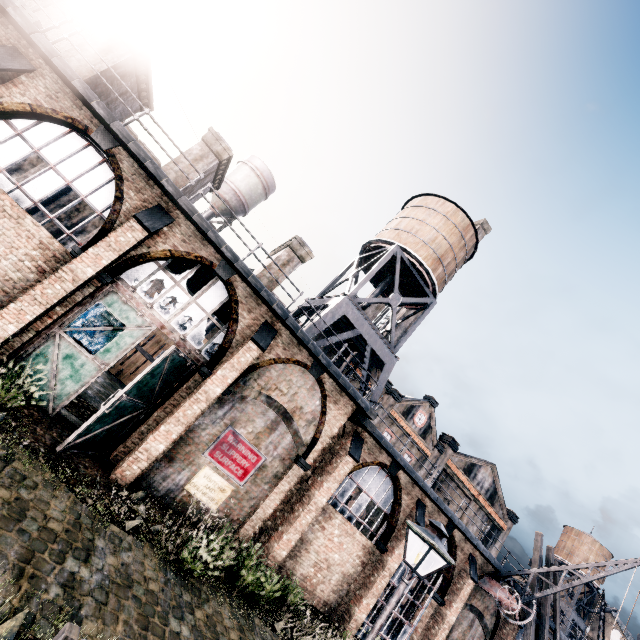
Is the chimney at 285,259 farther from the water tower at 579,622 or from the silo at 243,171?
the water tower at 579,622

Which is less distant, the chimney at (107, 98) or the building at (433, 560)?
the chimney at (107, 98)

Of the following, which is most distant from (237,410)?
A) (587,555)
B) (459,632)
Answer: (587,555)

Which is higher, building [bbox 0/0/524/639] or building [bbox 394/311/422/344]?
building [bbox 394/311/422/344]

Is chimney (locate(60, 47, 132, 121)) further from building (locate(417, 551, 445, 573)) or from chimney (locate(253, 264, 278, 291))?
chimney (locate(253, 264, 278, 291))

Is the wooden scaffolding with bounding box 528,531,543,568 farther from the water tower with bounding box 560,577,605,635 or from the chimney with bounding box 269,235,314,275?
the water tower with bounding box 560,577,605,635

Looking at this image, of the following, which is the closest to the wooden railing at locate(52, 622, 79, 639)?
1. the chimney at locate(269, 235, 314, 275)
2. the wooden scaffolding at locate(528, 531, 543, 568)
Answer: the chimney at locate(269, 235, 314, 275)

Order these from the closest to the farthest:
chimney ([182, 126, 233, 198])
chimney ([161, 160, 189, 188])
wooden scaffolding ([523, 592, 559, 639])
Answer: chimney ([161, 160, 189, 188]), chimney ([182, 126, 233, 198]), wooden scaffolding ([523, 592, 559, 639])
